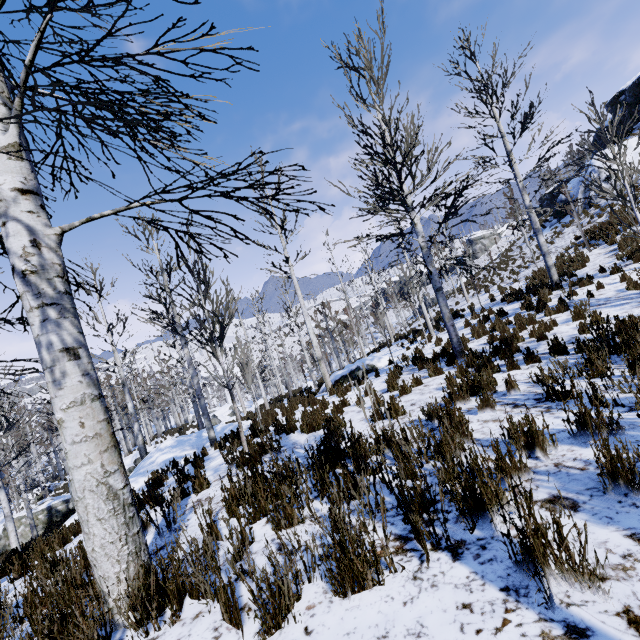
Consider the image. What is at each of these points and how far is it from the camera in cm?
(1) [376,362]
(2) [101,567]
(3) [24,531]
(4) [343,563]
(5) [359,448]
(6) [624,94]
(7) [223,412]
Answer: (1) rock, 1402
(2) instancedfoliageactor, 219
(3) rock, 1881
(4) instancedfoliageactor, 186
(5) instancedfoliageactor, 396
(6) rock, 2697
(7) rock, 4178

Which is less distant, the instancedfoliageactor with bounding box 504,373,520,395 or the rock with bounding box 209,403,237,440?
the instancedfoliageactor with bounding box 504,373,520,395

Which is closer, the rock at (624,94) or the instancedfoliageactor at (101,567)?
the instancedfoliageactor at (101,567)

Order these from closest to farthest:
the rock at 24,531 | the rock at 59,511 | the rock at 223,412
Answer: the rock at 223,412, the rock at 24,531, the rock at 59,511

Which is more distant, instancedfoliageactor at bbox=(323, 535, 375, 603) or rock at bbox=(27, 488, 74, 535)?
rock at bbox=(27, 488, 74, 535)

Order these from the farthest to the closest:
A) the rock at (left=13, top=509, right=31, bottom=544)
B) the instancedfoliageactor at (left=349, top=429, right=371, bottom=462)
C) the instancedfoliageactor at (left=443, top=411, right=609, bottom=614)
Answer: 1. the rock at (left=13, top=509, right=31, bottom=544)
2. the instancedfoliageactor at (left=349, top=429, right=371, bottom=462)
3. the instancedfoliageactor at (left=443, top=411, right=609, bottom=614)

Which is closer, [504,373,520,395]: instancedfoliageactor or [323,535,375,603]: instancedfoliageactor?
[323,535,375,603]: instancedfoliageactor

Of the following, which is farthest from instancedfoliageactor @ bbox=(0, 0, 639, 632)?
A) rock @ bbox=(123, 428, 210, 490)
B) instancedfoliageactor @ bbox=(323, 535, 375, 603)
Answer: instancedfoliageactor @ bbox=(323, 535, 375, 603)
